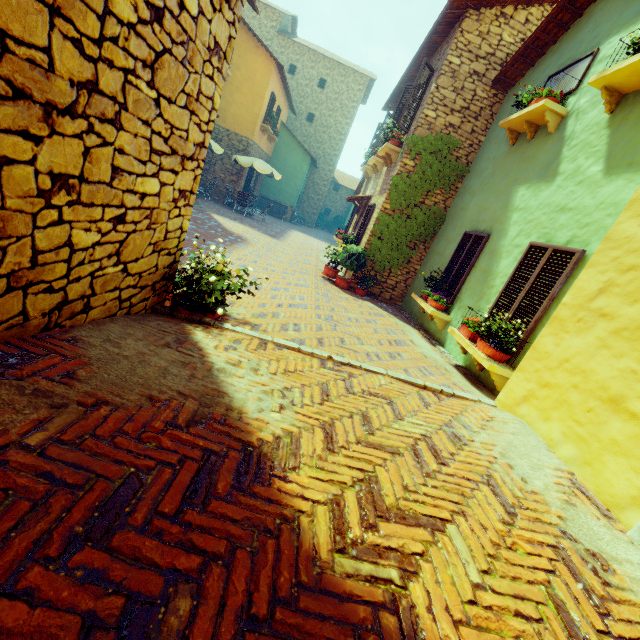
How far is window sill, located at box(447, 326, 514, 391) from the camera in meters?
4.5 m

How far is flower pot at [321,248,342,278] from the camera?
9.75m

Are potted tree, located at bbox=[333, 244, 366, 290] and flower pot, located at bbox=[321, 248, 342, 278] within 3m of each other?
yes

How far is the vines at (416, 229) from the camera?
8.60m

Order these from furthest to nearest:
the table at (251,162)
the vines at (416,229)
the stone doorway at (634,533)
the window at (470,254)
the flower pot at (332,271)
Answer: the table at (251,162) → the flower pot at (332,271) → the vines at (416,229) → the window at (470,254) → the stone doorway at (634,533)

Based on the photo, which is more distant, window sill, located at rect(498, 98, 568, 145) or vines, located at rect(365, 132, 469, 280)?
vines, located at rect(365, 132, 469, 280)

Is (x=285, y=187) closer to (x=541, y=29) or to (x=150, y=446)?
(x=541, y=29)

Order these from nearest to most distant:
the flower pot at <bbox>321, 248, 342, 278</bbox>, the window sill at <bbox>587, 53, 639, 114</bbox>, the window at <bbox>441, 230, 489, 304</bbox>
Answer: the window sill at <bbox>587, 53, 639, 114</bbox>
the window at <bbox>441, 230, 489, 304</bbox>
the flower pot at <bbox>321, 248, 342, 278</bbox>
